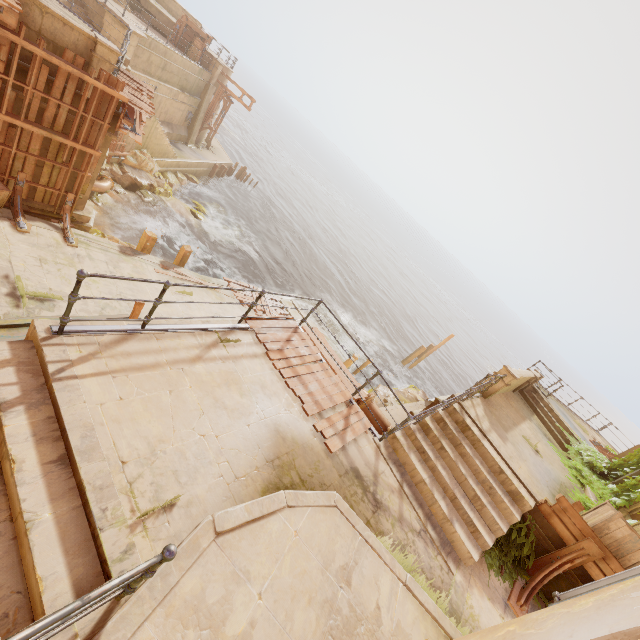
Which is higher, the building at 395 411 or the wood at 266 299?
the building at 395 411

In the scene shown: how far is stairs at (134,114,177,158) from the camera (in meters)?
19.48

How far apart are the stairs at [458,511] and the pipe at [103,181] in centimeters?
1699cm

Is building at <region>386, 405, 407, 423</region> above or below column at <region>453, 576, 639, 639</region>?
below

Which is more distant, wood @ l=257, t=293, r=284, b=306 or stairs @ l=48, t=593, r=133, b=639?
wood @ l=257, t=293, r=284, b=306

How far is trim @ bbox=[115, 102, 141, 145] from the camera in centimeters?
976cm

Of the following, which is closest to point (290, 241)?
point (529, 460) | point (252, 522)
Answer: point (529, 460)

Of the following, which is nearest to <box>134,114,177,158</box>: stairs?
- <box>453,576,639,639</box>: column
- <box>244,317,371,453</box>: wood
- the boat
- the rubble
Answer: the rubble
